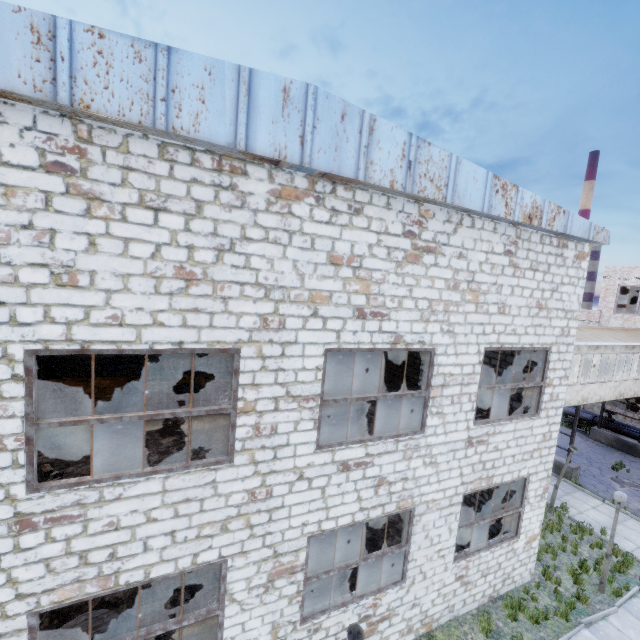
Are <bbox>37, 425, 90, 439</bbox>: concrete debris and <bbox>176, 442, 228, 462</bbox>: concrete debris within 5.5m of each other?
yes

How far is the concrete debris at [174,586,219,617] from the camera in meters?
8.3

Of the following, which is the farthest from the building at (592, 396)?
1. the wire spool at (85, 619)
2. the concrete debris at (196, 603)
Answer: the wire spool at (85, 619)

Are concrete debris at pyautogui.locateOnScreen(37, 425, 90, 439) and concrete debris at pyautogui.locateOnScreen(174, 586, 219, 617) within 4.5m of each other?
no

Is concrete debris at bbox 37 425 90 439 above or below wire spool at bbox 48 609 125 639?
above

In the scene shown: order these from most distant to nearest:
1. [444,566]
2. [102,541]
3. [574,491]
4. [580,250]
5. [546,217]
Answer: [574,491], [580,250], [444,566], [546,217], [102,541]

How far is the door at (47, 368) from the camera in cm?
1162

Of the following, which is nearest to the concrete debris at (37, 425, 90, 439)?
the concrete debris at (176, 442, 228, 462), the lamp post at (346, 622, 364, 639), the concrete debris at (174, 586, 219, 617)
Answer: the concrete debris at (176, 442, 228, 462)
